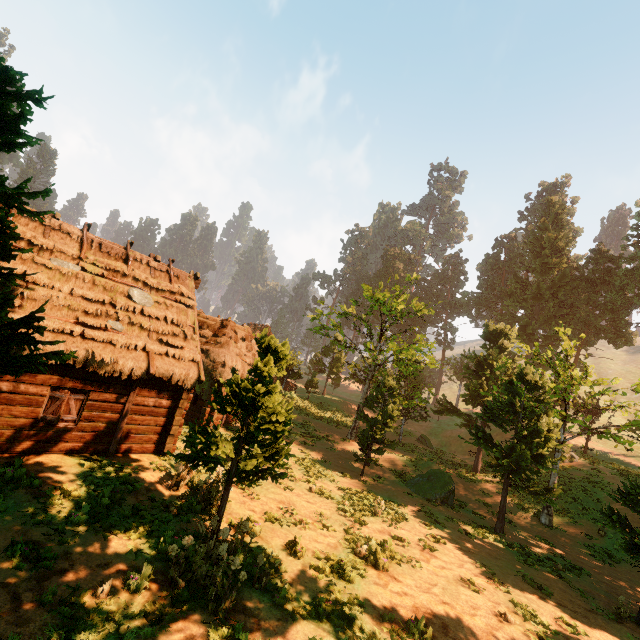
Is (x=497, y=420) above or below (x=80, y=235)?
below

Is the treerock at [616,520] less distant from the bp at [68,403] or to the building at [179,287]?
the building at [179,287]

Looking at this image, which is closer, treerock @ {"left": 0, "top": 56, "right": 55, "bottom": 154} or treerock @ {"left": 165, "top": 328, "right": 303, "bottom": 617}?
treerock @ {"left": 0, "top": 56, "right": 55, "bottom": 154}

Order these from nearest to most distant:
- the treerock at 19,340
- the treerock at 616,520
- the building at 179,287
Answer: the treerock at 19,340 < the building at 179,287 < the treerock at 616,520

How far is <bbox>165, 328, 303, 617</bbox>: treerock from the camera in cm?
728

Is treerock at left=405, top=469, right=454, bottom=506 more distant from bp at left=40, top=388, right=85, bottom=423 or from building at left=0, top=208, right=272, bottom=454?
bp at left=40, top=388, right=85, bottom=423

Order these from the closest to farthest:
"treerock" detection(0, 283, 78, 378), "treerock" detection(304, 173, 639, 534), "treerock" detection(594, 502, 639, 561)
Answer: "treerock" detection(0, 283, 78, 378) < "treerock" detection(594, 502, 639, 561) < "treerock" detection(304, 173, 639, 534)

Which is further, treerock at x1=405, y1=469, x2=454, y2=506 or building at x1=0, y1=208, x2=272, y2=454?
treerock at x1=405, y1=469, x2=454, y2=506
